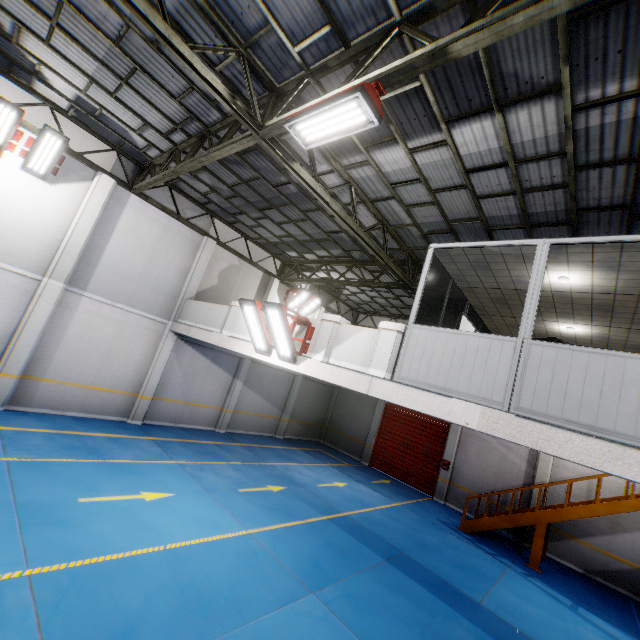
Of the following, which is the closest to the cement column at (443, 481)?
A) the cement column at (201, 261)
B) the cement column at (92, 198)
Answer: the cement column at (201, 261)

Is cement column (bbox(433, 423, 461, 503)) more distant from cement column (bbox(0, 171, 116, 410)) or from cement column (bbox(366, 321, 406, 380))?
cement column (bbox(0, 171, 116, 410))

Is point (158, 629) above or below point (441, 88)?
below

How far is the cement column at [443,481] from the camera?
15.6m

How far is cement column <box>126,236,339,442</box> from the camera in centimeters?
1252cm

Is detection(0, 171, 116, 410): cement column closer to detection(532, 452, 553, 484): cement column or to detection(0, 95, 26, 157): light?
detection(0, 95, 26, 157): light

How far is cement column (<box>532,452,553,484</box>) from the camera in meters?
13.5 m

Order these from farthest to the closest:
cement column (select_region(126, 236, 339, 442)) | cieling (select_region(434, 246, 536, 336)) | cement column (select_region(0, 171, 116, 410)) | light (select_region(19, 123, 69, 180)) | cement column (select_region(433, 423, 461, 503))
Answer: cement column (select_region(433, 423, 461, 503)) → cement column (select_region(126, 236, 339, 442)) → cement column (select_region(0, 171, 116, 410)) → light (select_region(19, 123, 69, 180)) → cieling (select_region(434, 246, 536, 336))
